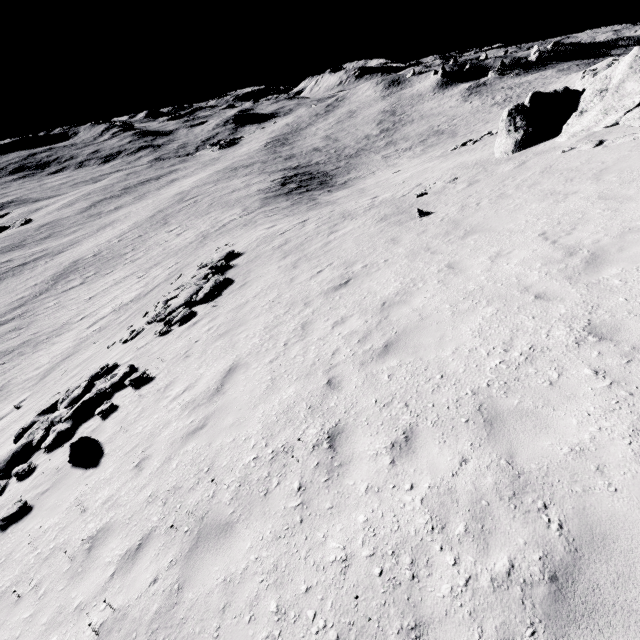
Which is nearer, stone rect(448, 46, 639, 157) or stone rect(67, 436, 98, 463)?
stone rect(67, 436, 98, 463)

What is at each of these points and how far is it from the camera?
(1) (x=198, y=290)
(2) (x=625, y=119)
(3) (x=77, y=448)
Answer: (1) stone, 15.30m
(2) stone, 12.70m
(3) stone, 7.48m

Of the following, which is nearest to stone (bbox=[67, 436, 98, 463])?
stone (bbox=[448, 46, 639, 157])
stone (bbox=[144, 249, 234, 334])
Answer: stone (bbox=[144, 249, 234, 334])

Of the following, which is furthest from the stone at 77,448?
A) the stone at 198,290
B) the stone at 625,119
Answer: the stone at 625,119

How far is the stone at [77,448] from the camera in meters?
7.4 m

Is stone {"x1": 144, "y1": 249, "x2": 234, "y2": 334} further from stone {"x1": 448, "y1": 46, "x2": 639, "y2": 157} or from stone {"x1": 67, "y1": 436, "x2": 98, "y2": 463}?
stone {"x1": 448, "y1": 46, "x2": 639, "y2": 157}
